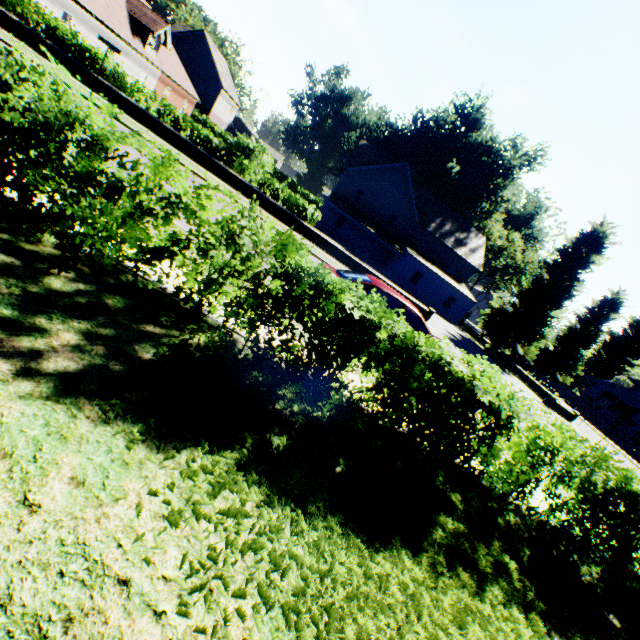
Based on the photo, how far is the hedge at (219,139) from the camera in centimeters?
1742cm

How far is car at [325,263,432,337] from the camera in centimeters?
766cm

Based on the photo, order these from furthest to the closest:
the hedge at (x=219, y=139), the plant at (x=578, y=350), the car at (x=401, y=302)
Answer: the plant at (x=578, y=350)
the hedge at (x=219, y=139)
the car at (x=401, y=302)

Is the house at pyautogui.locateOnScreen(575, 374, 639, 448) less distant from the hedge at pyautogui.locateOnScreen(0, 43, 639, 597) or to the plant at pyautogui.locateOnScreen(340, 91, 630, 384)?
the plant at pyautogui.locateOnScreen(340, 91, 630, 384)

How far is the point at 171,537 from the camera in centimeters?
222cm

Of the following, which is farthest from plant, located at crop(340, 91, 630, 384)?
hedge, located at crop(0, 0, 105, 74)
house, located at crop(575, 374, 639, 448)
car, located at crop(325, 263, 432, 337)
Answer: car, located at crop(325, 263, 432, 337)
